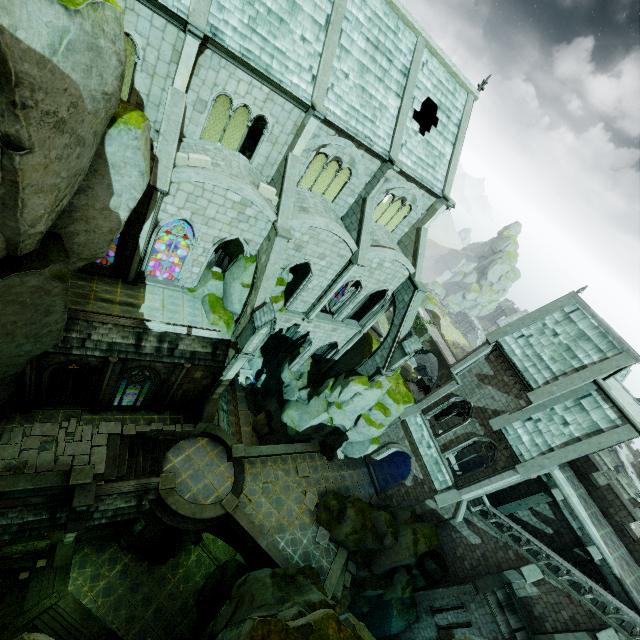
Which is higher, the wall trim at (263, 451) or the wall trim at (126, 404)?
the wall trim at (126, 404)

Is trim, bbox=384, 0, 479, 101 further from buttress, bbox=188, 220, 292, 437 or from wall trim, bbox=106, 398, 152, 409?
wall trim, bbox=106, 398, 152, 409

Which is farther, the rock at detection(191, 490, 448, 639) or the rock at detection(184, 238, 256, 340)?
the rock at detection(184, 238, 256, 340)

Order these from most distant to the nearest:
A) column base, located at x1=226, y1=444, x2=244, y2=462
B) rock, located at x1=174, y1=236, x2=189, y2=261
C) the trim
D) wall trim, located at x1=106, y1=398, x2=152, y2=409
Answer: rock, located at x1=174, y1=236, x2=189, y2=261 → column base, located at x1=226, y1=444, x2=244, y2=462 → wall trim, located at x1=106, y1=398, x2=152, y2=409 → the trim

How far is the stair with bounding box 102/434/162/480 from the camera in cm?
1814

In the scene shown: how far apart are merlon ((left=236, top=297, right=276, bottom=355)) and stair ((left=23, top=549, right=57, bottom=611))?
19.1 meters

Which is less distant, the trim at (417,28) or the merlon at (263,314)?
the merlon at (263,314)

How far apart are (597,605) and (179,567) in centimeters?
2690cm
